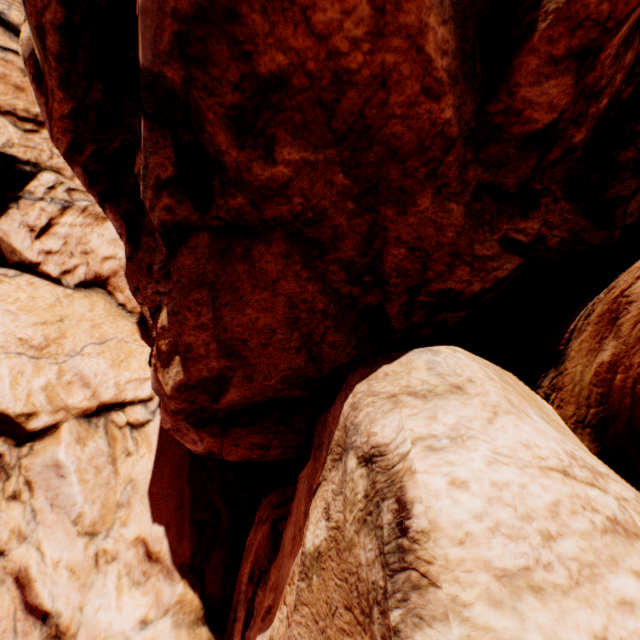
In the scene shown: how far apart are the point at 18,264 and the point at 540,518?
20.74m
